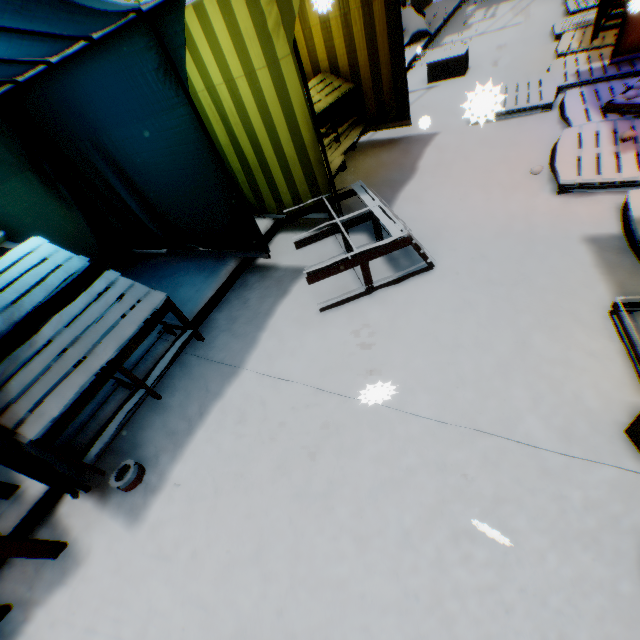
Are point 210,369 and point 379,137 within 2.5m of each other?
no

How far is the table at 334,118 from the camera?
4.6 meters

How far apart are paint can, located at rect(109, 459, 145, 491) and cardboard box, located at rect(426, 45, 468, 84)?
8.3m

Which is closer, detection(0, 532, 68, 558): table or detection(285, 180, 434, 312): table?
detection(0, 532, 68, 558): table

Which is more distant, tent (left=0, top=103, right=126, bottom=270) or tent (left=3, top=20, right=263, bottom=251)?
tent (left=0, top=103, right=126, bottom=270)

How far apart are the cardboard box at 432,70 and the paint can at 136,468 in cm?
831

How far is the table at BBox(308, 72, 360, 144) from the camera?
4.6m

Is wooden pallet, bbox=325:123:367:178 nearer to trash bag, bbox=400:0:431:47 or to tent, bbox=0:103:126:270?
tent, bbox=0:103:126:270
